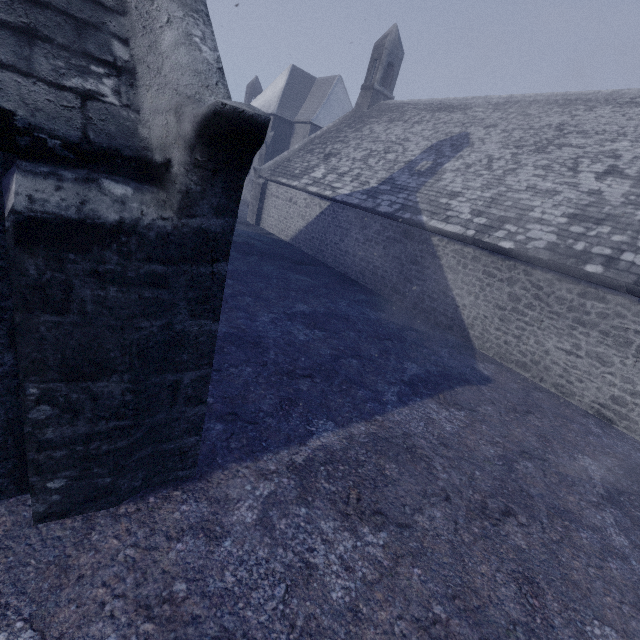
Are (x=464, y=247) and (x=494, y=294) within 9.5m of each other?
yes
